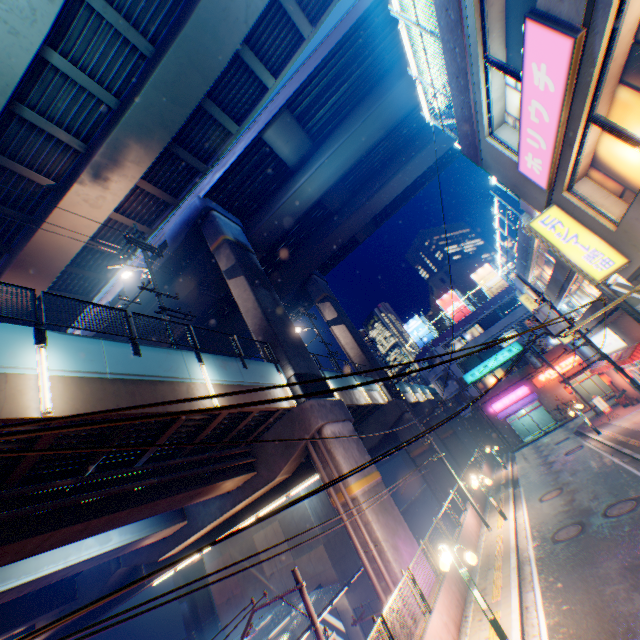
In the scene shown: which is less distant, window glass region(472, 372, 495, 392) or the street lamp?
the street lamp

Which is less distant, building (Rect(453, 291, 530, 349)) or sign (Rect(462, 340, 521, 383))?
sign (Rect(462, 340, 521, 383))

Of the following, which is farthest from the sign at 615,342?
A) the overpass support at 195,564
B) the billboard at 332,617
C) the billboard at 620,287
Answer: the overpass support at 195,564

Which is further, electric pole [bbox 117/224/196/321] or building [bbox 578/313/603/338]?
building [bbox 578/313/603/338]

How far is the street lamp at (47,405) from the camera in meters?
7.2

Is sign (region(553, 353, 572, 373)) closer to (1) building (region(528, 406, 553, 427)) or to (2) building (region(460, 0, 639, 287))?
(1) building (region(528, 406, 553, 427))

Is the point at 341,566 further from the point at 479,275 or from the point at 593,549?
the point at 479,275

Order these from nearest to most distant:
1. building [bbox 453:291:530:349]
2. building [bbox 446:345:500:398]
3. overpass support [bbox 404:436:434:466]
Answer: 1. overpass support [bbox 404:436:434:466]
2. building [bbox 453:291:530:349]
3. building [bbox 446:345:500:398]
